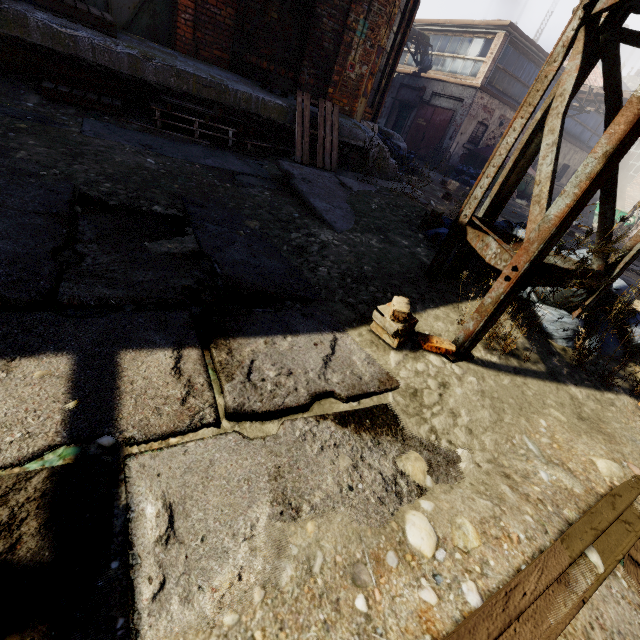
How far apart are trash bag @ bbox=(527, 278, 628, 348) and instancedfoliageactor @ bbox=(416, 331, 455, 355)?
1.1 meters

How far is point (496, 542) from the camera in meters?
1.2

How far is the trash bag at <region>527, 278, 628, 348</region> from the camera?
2.6m

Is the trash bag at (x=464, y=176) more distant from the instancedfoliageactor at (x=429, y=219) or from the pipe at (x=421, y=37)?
the instancedfoliageactor at (x=429, y=219)

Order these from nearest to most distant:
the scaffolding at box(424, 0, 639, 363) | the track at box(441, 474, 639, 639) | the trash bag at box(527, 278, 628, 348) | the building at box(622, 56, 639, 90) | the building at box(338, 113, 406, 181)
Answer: the track at box(441, 474, 639, 639) < the scaffolding at box(424, 0, 639, 363) < the trash bag at box(527, 278, 628, 348) < the building at box(338, 113, 406, 181) < the building at box(622, 56, 639, 90)

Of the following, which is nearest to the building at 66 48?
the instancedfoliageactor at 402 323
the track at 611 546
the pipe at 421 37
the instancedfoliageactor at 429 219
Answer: the instancedfoliageactor at 429 219

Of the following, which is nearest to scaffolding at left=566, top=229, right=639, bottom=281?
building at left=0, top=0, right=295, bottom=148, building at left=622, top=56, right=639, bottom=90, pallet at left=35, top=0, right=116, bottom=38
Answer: building at left=0, top=0, right=295, bottom=148

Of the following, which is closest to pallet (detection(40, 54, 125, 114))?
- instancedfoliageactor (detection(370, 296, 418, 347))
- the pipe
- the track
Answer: instancedfoliageactor (detection(370, 296, 418, 347))
